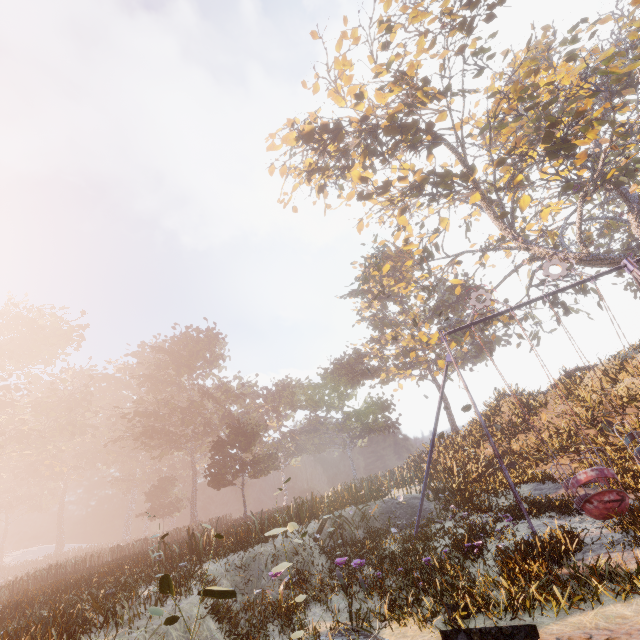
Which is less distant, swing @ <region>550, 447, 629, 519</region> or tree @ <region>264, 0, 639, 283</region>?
swing @ <region>550, 447, 629, 519</region>

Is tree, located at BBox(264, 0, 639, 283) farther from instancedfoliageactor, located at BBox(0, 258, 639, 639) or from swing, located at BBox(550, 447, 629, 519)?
instancedfoliageactor, located at BBox(0, 258, 639, 639)

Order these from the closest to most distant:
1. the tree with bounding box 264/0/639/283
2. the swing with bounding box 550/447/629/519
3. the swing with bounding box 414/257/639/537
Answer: the swing with bounding box 550/447/629/519 < the swing with bounding box 414/257/639/537 < the tree with bounding box 264/0/639/283

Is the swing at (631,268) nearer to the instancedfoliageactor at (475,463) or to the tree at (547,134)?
the tree at (547,134)

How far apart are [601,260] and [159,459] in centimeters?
5322cm

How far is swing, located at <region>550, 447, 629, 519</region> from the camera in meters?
7.4

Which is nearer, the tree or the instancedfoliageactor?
the instancedfoliageactor

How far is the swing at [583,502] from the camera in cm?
737
